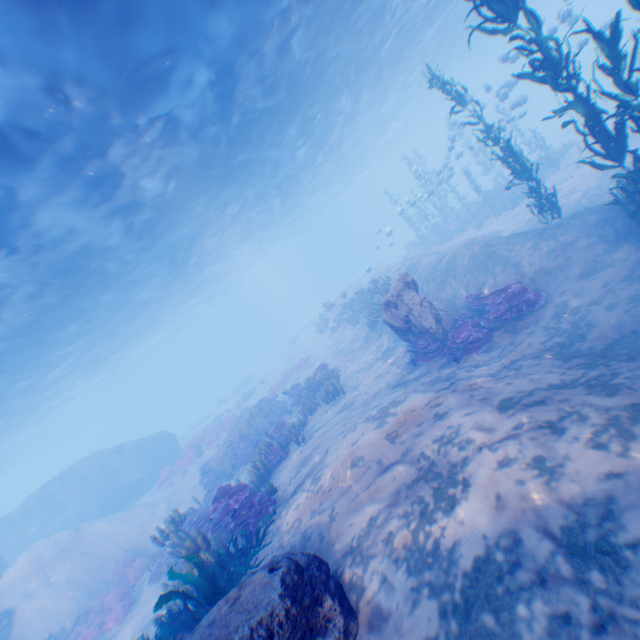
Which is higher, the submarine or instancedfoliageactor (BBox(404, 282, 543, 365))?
the submarine

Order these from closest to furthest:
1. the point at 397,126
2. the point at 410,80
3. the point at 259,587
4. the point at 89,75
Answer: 1. the point at 259,587
2. the point at 89,75
3. the point at 410,80
4. the point at 397,126

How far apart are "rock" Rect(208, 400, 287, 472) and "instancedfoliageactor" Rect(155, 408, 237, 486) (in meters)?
6.23

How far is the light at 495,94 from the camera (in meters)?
16.39

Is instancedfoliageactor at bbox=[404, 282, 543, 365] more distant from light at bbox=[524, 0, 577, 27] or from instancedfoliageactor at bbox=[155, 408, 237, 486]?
instancedfoliageactor at bbox=[155, 408, 237, 486]

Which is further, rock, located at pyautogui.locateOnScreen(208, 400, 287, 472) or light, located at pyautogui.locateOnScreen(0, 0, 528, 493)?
rock, located at pyautogui.locateOnScreen(208, 400, 287, 472)

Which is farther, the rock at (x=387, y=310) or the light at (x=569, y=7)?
the light at (x=569, y=7)

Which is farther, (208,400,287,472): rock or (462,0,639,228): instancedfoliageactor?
(208,400,287,472): rock
